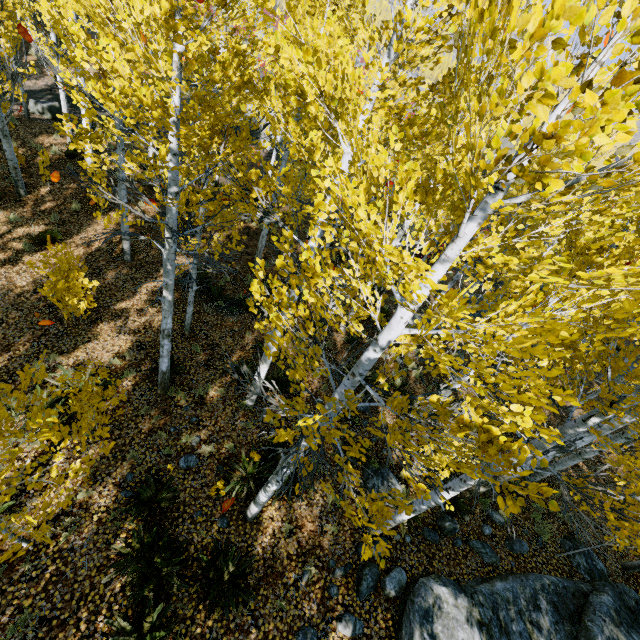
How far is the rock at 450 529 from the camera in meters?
7.3 m

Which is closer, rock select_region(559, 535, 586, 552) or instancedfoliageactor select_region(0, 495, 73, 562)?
instancedfoliageactor select_region(0, 495, 73, 562)

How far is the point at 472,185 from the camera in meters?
2.3 m

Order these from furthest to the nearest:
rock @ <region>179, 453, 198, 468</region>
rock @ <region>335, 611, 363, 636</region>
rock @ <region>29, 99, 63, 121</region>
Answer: rock @ <region>29, 99, 63, 121</region>, rock @ <region>179, 453, 198, 468</region>, rock @ <region>335, 611, 363, 636</region>

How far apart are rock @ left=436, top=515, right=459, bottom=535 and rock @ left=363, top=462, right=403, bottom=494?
0.9m

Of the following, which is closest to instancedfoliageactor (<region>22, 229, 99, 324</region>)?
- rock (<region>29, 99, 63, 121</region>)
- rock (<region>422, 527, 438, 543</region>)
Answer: rock (<region>422, 527, 438, 543</region>)

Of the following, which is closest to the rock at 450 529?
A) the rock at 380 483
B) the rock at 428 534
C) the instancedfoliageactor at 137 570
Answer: the rock at 428 534

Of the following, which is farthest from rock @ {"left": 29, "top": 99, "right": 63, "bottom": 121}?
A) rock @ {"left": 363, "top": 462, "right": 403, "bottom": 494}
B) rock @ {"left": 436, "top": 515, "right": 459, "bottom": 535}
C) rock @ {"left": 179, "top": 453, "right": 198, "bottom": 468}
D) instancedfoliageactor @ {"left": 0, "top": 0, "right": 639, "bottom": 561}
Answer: rock @ {"left": 436, "top": 515, "right": 459, "bottom": 535}
